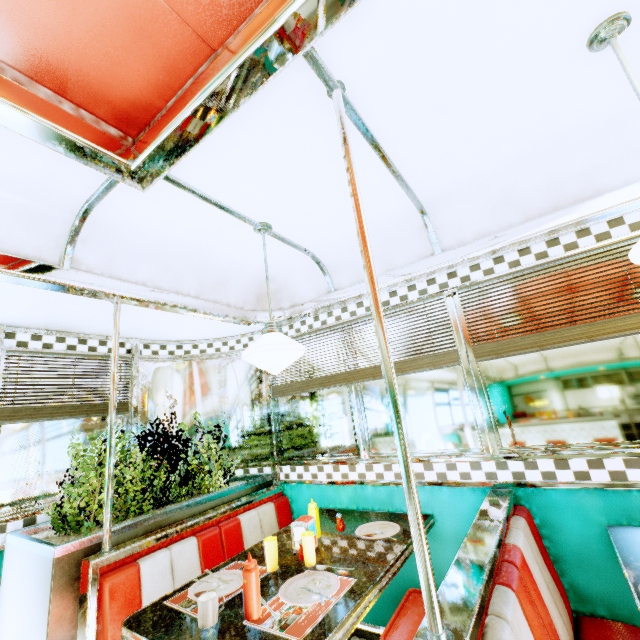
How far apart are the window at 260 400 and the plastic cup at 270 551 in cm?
149

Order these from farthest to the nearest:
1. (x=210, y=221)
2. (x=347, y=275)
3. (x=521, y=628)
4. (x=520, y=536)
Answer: (x=347, y=275) → (x=210, y=221) → (x=520, y=536) → (x=521, y=628)

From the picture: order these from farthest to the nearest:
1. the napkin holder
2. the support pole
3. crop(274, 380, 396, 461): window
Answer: crop(274, 380, 396, 461): window
the napkin holder
the support pole

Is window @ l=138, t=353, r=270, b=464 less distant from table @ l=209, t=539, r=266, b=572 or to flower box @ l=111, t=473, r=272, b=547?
flower box @ l=111, t=473, r=272, b=547

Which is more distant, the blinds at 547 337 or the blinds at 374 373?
the blinds at 374 373

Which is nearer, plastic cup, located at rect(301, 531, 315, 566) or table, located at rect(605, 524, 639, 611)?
table, located at rect(605, 524, 639, 611)

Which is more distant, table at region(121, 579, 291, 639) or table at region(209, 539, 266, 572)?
table at region(209, 539, 266, 572)

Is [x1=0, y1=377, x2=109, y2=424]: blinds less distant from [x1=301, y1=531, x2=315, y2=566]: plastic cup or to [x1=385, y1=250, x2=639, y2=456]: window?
[x1=385, y1=250, x2=639, y2=456]: window
